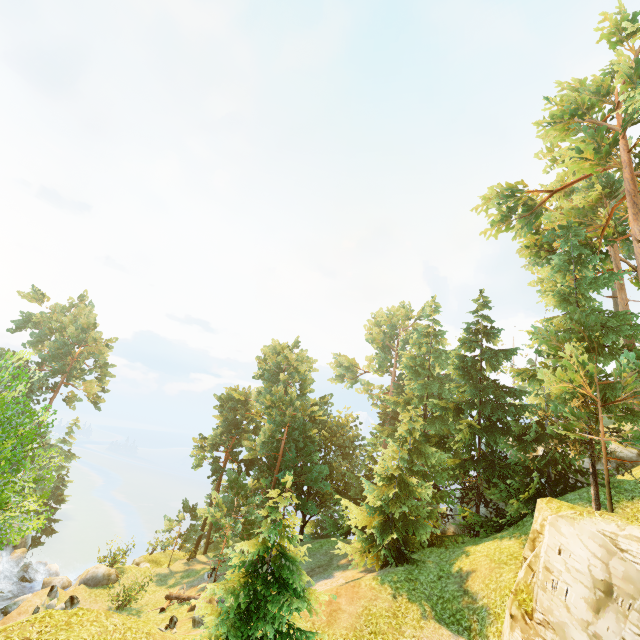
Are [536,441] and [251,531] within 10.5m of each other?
no

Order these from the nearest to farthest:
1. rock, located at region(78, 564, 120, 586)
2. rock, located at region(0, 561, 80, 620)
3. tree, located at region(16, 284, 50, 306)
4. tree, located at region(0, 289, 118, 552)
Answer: tree, located at region(0, 289, 118, 552), rock, located at region(0, 561, 80, 620), rock, located at region(78, 564, 120, 586), tree, located at region(16, 284, 50, 306)

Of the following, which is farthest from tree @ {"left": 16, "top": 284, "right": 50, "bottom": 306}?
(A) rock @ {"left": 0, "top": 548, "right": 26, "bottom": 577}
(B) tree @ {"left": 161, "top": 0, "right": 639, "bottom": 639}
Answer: (A) rock @ {"left": 0, "top": 548, "right": 26, "bottom": 577}

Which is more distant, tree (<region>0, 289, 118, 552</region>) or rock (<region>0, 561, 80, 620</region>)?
rock (<region>0, 561, 80, 620</region>)

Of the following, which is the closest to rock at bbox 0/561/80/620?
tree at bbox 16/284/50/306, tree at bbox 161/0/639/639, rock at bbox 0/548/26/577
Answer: rock at bbox 0/548/26/577

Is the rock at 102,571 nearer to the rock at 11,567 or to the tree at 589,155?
the rock at 11,567
